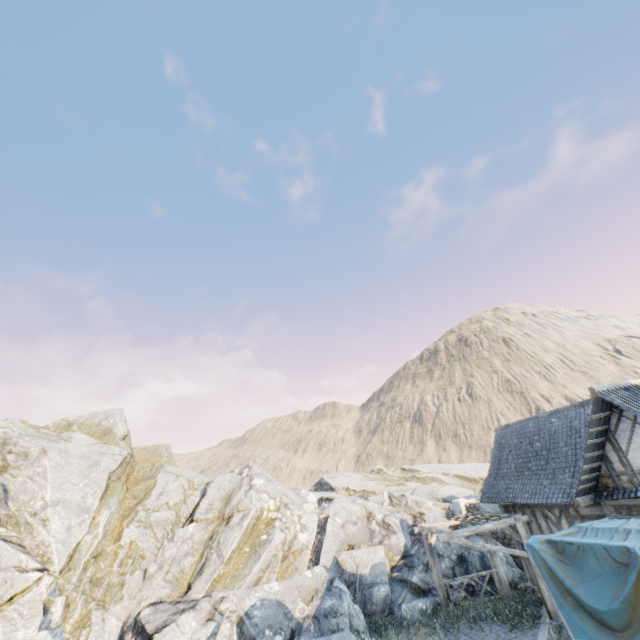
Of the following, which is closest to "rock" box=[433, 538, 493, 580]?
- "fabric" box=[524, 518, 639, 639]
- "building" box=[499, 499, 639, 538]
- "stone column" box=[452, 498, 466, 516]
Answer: "stone column" box=[452, 498, 466, 516]

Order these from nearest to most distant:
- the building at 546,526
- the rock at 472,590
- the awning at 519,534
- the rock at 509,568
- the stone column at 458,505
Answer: the building at 546,526 → the awning at 519,534 → the rock at 472,590 → the rock at 509,568 → the stone column at 458,505

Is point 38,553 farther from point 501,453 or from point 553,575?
point 501,453

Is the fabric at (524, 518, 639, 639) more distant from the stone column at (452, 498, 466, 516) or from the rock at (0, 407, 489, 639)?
the stone column at (452, 498, 466, 516)

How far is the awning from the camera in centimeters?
1160cm

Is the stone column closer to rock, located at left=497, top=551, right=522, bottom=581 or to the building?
rock, located at left=497, top=551, right=522, bottom=581

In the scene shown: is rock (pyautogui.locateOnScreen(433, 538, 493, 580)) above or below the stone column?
below

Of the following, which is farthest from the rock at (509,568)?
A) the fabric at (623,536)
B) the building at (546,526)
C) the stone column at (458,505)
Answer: the fabric at (623,536)
